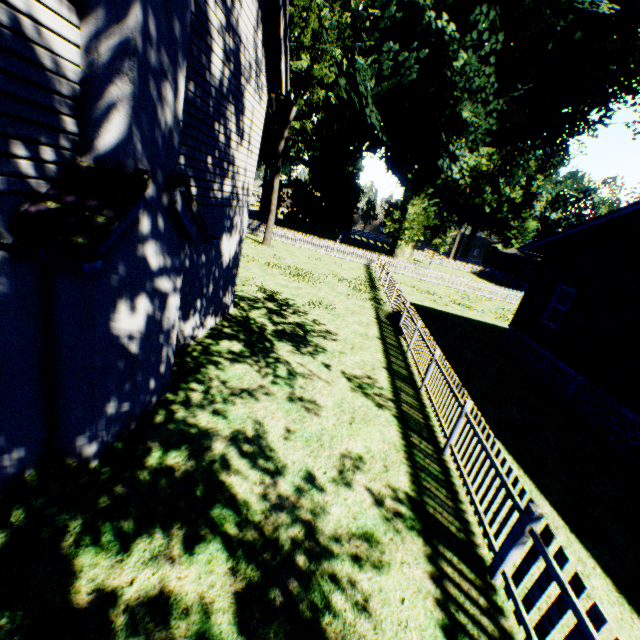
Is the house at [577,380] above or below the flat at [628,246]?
below

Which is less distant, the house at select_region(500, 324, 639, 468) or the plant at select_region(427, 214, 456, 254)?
the house at select_region(500, 324, 639, 468)

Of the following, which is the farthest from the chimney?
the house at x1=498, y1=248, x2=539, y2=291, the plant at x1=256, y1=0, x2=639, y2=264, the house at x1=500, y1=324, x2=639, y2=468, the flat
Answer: the house at x1=498, y1=248, x2=539, y2=291

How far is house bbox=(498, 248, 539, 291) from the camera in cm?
4316

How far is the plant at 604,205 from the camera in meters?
56.7 m

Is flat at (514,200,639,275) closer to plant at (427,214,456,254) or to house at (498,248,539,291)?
plant at (427,214,456,254)

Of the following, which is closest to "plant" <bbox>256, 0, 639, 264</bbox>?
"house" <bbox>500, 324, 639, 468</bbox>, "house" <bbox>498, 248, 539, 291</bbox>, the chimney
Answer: "house" <bbox>498, 248, 539, 291</bbox>

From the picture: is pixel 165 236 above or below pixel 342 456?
A: above
